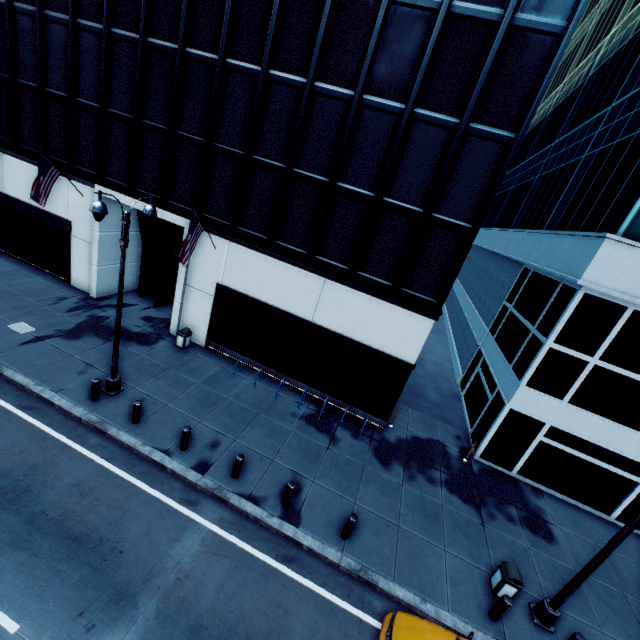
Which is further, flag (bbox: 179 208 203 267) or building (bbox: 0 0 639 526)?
flag (bbox: 179 208 203 267)

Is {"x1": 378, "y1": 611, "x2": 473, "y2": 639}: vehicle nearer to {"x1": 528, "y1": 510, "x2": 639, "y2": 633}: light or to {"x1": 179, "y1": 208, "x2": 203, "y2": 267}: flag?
{"x1": 528, "y1": 510, "x2": 639, "y2": 633}: light

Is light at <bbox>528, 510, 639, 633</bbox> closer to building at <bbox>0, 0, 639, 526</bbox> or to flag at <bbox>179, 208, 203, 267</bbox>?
building at <bbox>0, 0, 639, 526</bbox>

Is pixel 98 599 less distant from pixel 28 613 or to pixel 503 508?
pixel 28 613

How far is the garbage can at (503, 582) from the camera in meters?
9.4

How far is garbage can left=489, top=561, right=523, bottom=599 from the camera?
9.38m

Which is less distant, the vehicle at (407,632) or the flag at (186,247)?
the vehicle at (407,632)

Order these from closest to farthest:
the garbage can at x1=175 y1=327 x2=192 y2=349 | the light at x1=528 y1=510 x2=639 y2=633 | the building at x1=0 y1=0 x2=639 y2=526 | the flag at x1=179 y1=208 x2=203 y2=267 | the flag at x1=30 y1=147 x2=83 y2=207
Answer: the light at x1=528 y1=510 x2=639 y2=633 → the building at x1=0 y1=0 x2=639 y2=526 → the flag at x1=179 y1=208 x2=203 y2=267 → the flag at x1=30 y1=147 x2=83 y2=207 → the garbage can at x1=175 y1=327 x2=192 y2=349
